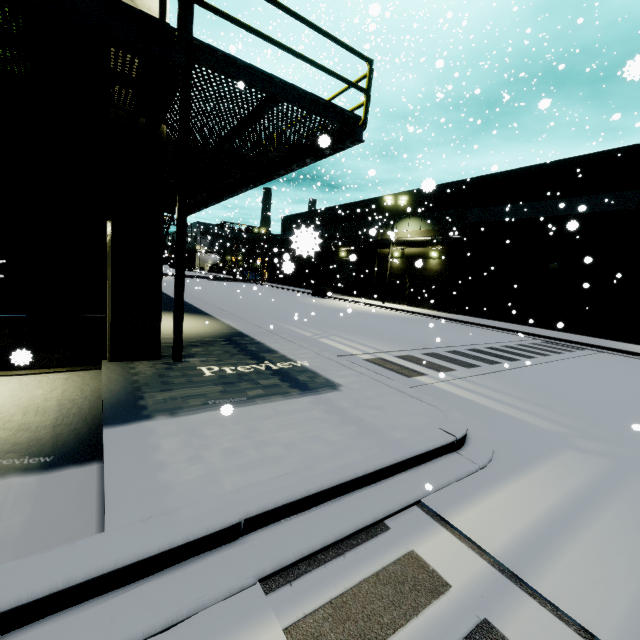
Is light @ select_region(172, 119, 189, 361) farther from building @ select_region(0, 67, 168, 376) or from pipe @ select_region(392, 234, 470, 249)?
pipe @ select_region(392, 234, 470, 249)

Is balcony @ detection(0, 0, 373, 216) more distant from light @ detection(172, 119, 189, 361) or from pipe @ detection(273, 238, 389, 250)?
pipe @ detection(273, 238, 389, 250)

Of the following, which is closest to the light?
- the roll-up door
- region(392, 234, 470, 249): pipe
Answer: region(392, 234, 470, 249): pipe

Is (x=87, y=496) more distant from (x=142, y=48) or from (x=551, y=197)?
(x=551, y=197)

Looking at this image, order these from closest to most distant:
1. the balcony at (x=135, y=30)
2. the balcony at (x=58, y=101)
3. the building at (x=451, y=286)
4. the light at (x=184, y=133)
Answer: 1. the balcony at (x=135, y=30)
2. the balcony at (x=58, y=101)
3. the light at (x=184, y=133)
4. the building at (x=451, y=286)

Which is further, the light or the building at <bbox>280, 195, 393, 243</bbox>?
the building at <bbox>280, 195, 393, 243</bbox>

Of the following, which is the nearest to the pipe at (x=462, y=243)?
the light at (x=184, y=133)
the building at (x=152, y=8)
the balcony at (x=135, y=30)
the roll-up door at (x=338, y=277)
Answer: the building at (x=152, y=8)

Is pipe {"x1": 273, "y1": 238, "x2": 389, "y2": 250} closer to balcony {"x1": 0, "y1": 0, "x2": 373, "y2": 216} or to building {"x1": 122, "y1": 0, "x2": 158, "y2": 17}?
building {"x1": 122, "y1": 0, "x2": 158, "y2": 17}
